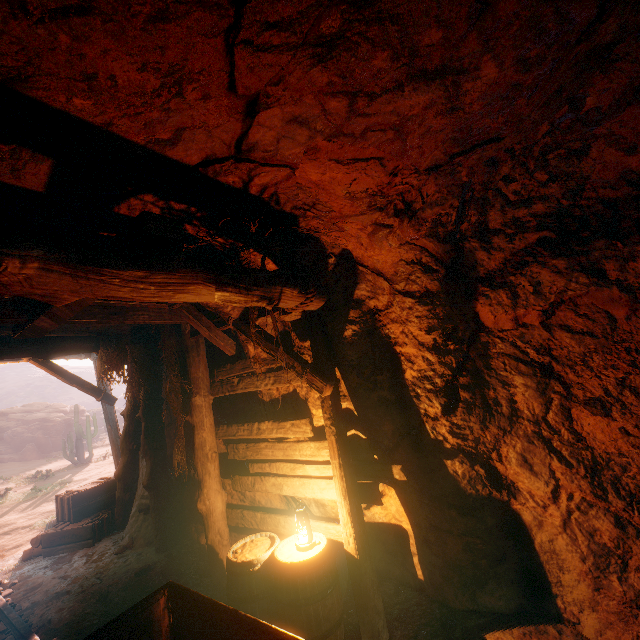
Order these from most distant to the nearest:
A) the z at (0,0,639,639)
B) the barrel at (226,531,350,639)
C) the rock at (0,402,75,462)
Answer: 1. the rock at (0,402,75,462)
2. the barrel at (226,531,350,639)
3. the z at (0,0,639,639)

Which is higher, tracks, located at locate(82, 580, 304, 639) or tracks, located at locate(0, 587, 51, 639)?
tracks, located at locate(82, 580, 304, 639)

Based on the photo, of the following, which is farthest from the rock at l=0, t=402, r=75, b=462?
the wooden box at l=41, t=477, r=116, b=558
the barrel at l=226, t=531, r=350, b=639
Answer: the barrel at l=226, t=531, r=350, b=639

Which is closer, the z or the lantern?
the z

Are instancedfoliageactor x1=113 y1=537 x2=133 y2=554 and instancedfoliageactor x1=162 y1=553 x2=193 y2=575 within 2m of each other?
yes

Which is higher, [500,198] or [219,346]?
[500,198]

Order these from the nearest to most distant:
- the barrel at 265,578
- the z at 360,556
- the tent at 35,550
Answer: the z at 360,556, the barrel at 265,578, the tent at 35,550

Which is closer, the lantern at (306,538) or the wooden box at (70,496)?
the lantern at (306,538)
